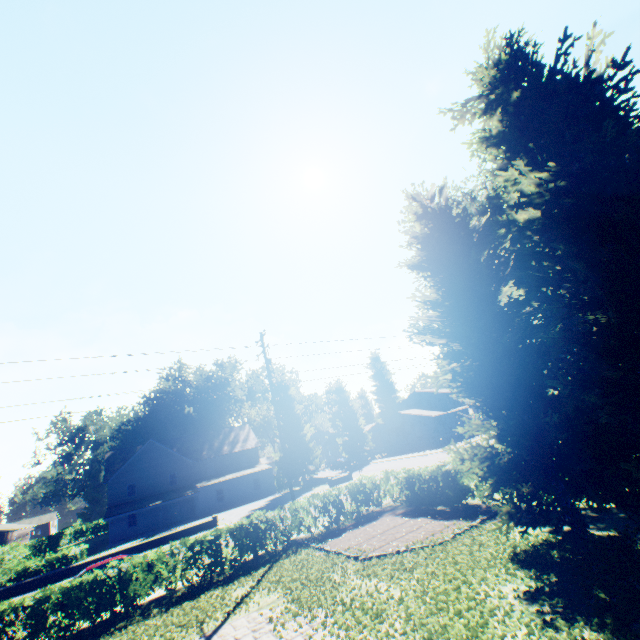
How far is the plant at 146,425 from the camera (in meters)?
56.59

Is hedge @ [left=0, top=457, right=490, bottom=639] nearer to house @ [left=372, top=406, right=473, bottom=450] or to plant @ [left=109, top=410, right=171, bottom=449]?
plant @ [left=109, top=410, right=171, bottom=449]

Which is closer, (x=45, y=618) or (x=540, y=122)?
(x=540, y=122)

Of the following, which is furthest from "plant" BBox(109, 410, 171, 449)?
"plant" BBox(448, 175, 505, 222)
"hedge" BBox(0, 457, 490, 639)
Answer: "hedge" BBox(0, 457, 490, 639)

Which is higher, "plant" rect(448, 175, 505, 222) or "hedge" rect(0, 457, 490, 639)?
"plant" rect(448, 175, 505, 222)

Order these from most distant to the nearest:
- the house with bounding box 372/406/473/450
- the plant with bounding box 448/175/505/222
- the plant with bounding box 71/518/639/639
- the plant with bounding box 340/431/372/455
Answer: the plant with bounding box 340/431/372/455
the house with bounding box 372/406/473/450
the plant with bounding box 448/175/505/222
the plant with bounding box 71/518/639/639

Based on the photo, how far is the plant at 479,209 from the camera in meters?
24.3
